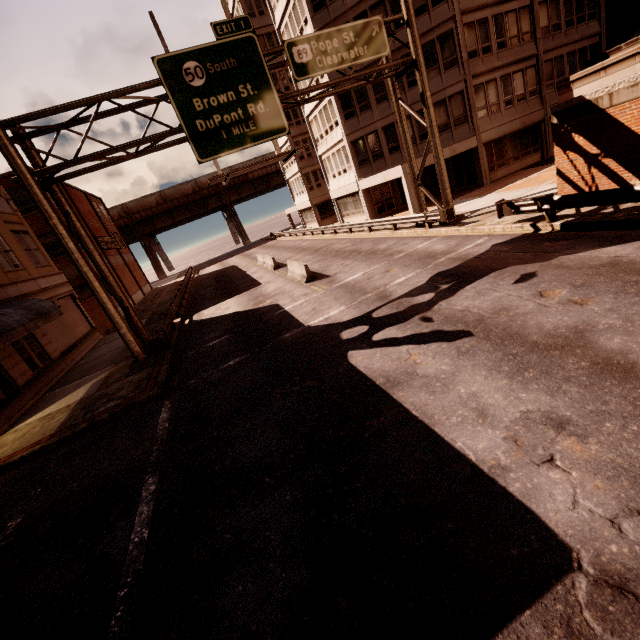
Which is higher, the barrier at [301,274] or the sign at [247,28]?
the sign at [247,28]

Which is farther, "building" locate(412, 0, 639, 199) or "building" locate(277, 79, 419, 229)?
"building" locate(277, 79, 419, 229)

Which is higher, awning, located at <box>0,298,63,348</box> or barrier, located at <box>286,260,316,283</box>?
awning, located at <box>0,298,63,348</box>

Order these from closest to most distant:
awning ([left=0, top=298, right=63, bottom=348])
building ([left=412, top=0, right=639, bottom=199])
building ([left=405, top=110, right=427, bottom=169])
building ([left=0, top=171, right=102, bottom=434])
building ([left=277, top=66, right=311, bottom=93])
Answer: awning ([left=0, top=298, right=63, bottom=348]) < building ([left=0, top=171, right=102, bottom=434]) < building ([left=412, top=0, right=639, bottom=199]) < building ([left=405, top=110, right=427, bottom=169]) < building ([left=277, top=66, right=311, bottom=93])

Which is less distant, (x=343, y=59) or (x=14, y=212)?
(x=343, y=59)

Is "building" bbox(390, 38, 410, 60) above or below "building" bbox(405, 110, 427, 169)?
above

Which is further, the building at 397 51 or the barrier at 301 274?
the building at 397 51

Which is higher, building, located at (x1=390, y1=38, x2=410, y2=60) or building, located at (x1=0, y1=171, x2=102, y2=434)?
building, located at (x1=390, y1=38, x2=410, y2=60)
